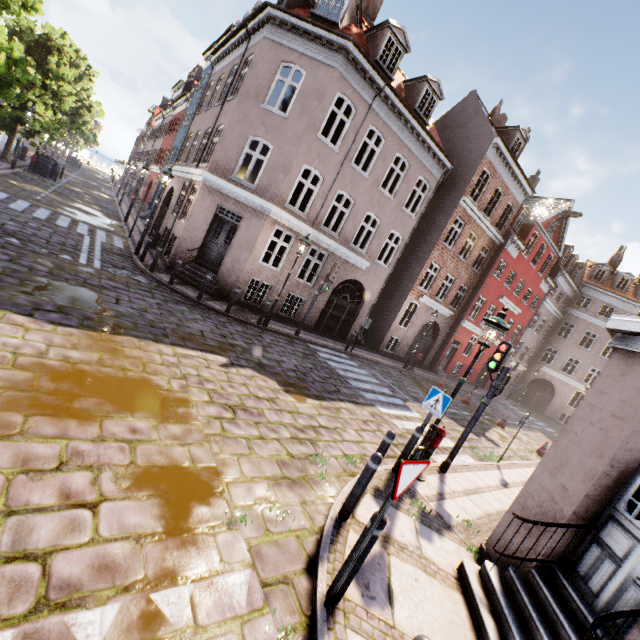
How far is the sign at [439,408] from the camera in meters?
6.5 m

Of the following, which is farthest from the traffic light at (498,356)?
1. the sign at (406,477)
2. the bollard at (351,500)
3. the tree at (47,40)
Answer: the tree at (47,40)

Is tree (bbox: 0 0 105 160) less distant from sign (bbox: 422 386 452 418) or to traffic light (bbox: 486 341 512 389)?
sign (bbox: 422 386 452 418)

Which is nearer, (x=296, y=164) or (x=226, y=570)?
(x=226, y=570)

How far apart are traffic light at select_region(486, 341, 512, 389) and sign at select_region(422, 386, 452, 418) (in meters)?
1.70

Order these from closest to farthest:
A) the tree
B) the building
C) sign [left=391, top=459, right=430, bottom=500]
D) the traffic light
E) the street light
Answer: sign [left=391, top=459, right=430, bottom=500] → the building → the street light → the traffic light → the tree

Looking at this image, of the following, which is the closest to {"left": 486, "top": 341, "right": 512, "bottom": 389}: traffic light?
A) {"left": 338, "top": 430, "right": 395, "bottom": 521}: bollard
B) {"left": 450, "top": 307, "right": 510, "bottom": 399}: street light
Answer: {"left": 450, "top": 307, "right": 510, "bottom": 399}: street light

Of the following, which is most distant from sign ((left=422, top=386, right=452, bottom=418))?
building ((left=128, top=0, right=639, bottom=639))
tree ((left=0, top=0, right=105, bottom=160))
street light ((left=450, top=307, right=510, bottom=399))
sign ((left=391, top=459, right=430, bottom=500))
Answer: tree ((left=0, top=0, right=105, bottom=160))
